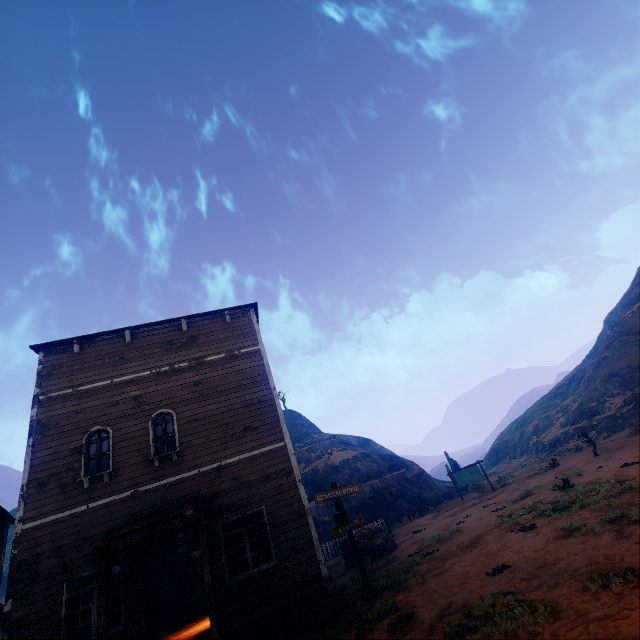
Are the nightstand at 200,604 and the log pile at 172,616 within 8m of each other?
yes

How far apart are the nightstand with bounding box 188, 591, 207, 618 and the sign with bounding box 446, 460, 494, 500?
20.7 meters

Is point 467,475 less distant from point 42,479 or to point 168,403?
point 168,403

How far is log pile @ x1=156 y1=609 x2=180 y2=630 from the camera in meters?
13.3

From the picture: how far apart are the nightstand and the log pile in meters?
0.8 m

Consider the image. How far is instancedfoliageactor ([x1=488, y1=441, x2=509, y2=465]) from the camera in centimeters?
5134cm

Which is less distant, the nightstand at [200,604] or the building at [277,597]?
the building at [277,597]

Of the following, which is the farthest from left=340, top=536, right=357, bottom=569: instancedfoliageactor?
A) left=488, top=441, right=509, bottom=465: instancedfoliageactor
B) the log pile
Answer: left=488, top=441, right=509, bottom=465: instancedfoliageactor
